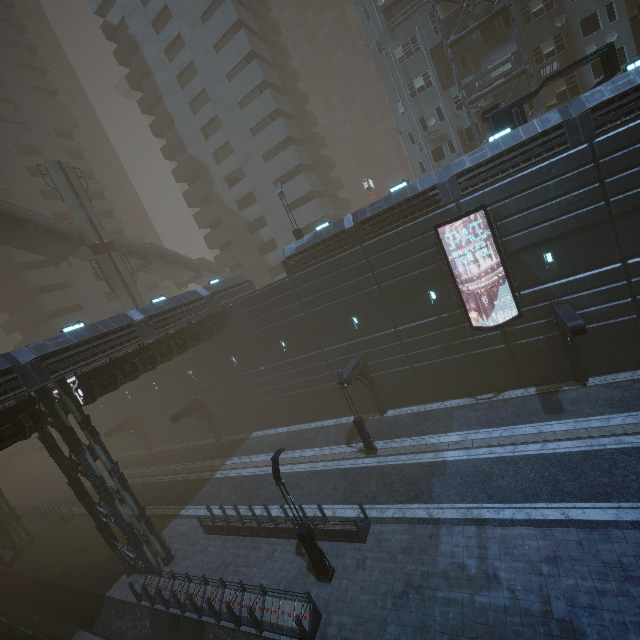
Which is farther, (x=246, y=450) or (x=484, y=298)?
(x=246, y=450)

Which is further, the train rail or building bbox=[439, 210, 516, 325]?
building bbox=[439, 210, 516, 325]

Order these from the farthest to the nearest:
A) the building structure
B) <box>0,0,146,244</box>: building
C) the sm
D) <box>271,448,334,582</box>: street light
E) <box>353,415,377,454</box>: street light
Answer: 1. <box>0,0,146,244</box>: building
2. the sm
3. the building structure
4. <box>353,415,377,454</box>: street light
5. <box>271,448,334,582</box>: street light

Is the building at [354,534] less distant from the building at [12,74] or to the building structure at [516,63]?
the building structure at [516,63]

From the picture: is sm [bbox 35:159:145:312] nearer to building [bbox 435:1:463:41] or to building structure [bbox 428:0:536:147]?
building [bbox 435:1:463:41]

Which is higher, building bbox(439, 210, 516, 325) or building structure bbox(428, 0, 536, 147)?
building structure bbox(428, 0, 536, 147)

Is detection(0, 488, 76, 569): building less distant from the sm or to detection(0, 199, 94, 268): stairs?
the sm

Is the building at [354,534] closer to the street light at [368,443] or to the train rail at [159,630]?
the train rail at [159,630]
